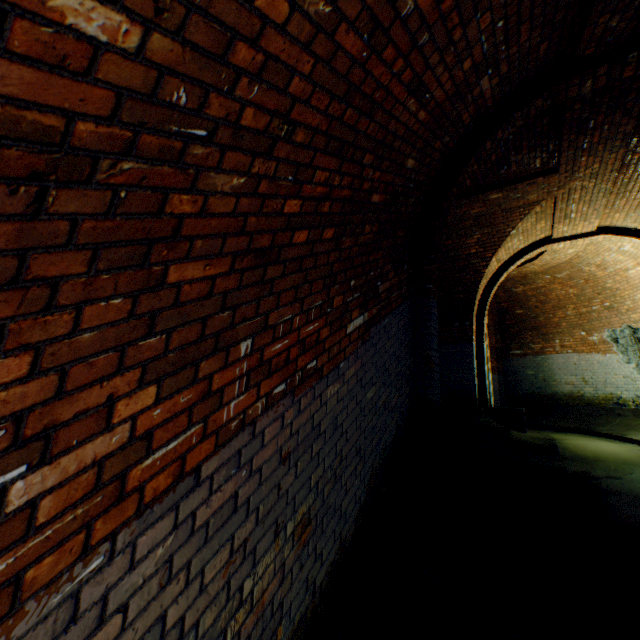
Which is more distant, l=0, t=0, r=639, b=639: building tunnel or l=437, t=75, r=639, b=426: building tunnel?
l=437, t=75, r=639, b=426: building tunnel

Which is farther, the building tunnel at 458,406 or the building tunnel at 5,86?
the building tunnel at 458,406

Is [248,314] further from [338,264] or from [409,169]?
[409,169]
